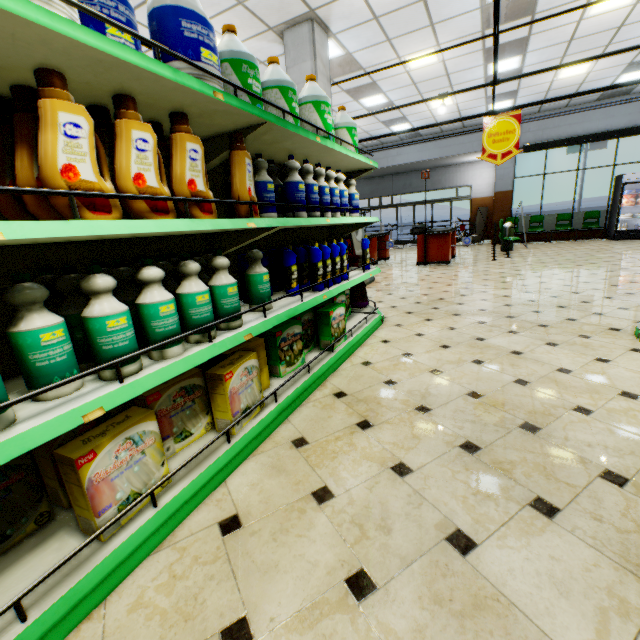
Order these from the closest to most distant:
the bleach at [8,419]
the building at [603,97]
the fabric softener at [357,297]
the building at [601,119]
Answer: the bleach at [8,419] < the fabric softener at [357,297] < the building at [603,97] < the building at [601,119]

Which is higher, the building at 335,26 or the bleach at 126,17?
the building at 335,26

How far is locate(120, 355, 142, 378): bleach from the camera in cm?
127

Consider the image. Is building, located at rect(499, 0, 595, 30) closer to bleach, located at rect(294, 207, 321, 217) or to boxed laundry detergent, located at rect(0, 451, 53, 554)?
boxed laundry detergent, located at rect(0, 451, 53, 554)

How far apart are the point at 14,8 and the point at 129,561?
1.8 meters

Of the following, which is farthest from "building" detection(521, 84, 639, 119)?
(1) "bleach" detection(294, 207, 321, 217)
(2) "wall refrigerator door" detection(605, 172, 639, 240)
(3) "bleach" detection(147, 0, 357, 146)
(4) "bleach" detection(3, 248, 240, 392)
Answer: (3) "bleach" detection(147, 0, 357, 146)

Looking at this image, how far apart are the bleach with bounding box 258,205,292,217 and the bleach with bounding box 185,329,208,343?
0.5 meters

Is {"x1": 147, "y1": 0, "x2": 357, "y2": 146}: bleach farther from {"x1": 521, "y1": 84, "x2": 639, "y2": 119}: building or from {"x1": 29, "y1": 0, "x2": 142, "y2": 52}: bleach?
{"x1": 521, "y1": 84, "x2": 639, "y2": 119}: building
